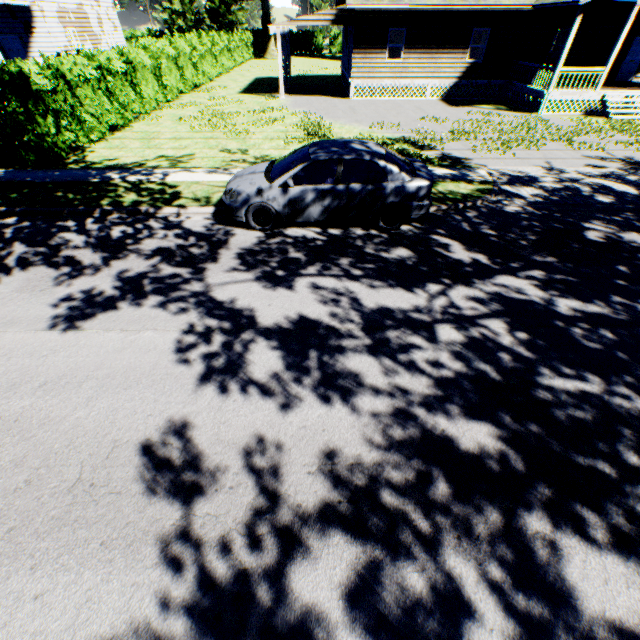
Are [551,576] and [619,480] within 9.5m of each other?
yes

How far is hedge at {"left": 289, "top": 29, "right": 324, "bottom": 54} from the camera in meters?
51.5 m

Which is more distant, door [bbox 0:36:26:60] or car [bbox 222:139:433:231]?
door [bbox 0:36:26:60]

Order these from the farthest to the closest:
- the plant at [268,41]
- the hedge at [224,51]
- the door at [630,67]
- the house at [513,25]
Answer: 1. the plant at [268,41]
2. the door at [630,67]
3. the house at [513,25]
4. the hedge at [224,51]

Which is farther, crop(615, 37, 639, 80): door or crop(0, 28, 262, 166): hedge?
crop(615, 37, 639, 80): door

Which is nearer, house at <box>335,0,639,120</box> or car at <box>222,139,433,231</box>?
car at <box>222,139,433,231</box>

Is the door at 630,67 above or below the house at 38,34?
below

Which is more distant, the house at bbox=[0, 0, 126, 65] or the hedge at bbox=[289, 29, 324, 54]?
the hedge at bbox=[289, 29, 324, 54]
